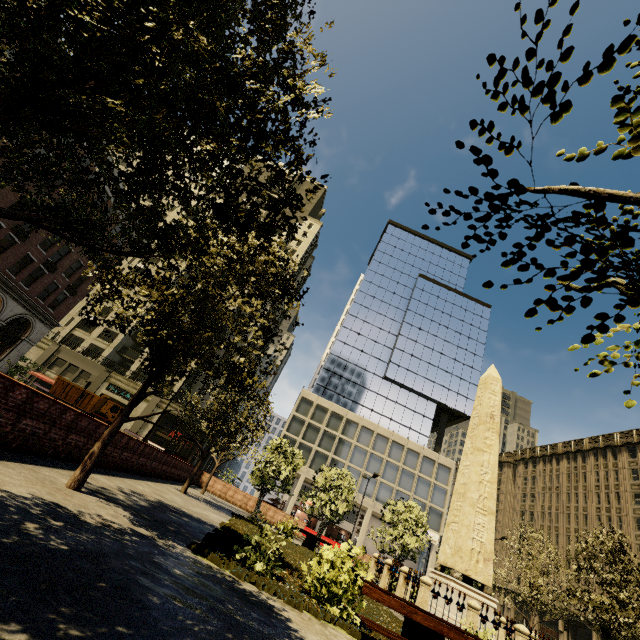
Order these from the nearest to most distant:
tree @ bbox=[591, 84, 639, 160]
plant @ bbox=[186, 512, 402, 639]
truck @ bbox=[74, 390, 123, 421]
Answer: tree @ bbox=[591, 84, 639, 160]
plant @ bbox=[186, 512, 402, 639]
truck @ bbox=[74, 390, 123, 421]

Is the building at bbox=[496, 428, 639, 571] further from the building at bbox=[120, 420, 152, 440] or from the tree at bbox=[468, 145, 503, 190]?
the tree at bbox=[468, 145, 503, 190]

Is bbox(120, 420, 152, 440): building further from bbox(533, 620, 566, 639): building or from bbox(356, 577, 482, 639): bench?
bbox(356, 577, 482, 639): bench

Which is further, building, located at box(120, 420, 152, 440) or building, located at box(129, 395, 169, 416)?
building, located at box(129, 395, 169, 416)

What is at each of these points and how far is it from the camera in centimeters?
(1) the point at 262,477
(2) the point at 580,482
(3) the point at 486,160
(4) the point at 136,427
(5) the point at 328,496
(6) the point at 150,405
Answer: (1) tree, 2461cm
(2) building, 4884cm
(3) tree, 108cm
(4) building, 4131cm
(5) tree, 2453cm
(6) building, 4284cm

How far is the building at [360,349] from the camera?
44.9m

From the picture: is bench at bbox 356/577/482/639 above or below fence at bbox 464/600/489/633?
below

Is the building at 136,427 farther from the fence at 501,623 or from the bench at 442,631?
the fence at 501,623
